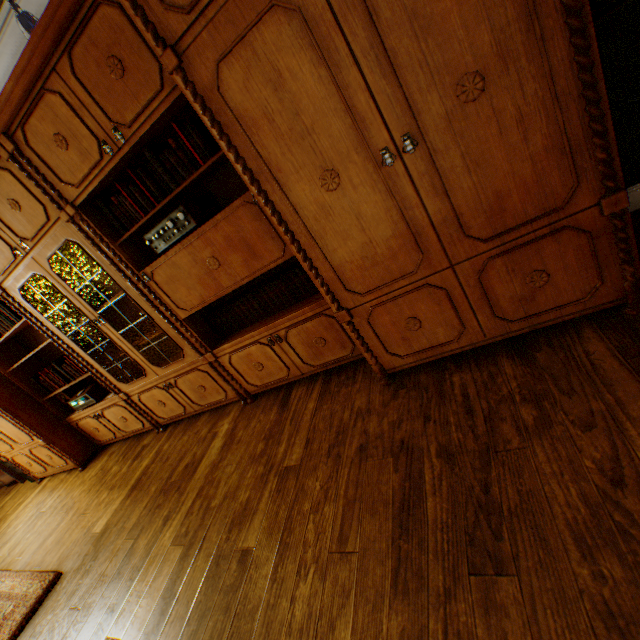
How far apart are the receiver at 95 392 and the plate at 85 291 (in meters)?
1.05

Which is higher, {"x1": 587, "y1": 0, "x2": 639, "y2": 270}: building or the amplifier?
the amplifier

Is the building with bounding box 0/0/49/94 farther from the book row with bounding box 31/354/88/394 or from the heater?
the book row with bounding box 31/354/88/394

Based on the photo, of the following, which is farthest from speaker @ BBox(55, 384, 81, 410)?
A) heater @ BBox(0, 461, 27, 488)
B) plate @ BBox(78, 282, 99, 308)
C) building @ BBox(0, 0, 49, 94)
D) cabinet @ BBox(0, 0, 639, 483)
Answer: heater @ BBox(0, 461, 27, 488)

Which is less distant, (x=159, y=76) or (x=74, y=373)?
(x=159, y=76)

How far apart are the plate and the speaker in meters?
1.4 m

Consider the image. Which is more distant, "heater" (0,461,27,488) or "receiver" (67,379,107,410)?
"heater" (0,461,27,488)

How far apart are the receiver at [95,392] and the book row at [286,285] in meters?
2.0
